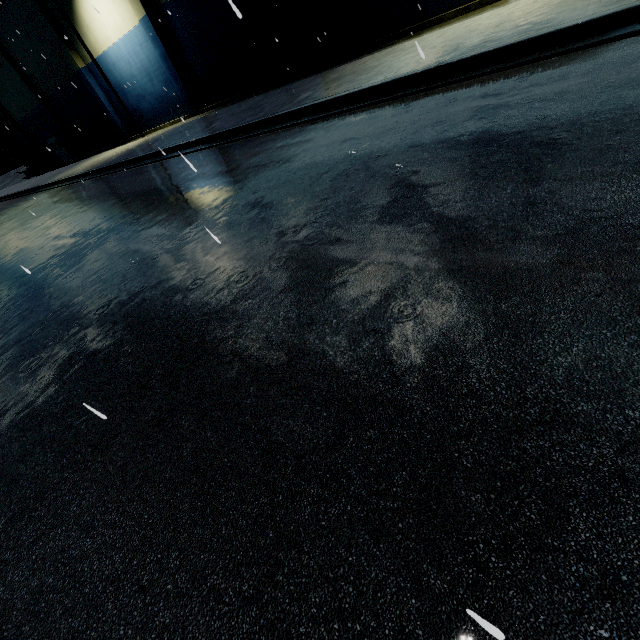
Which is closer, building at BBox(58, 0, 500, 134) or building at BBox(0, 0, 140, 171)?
building at BBox(58, 0, 500, 134)

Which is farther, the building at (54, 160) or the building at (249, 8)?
the building at (54, 160)

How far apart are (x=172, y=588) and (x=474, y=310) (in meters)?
2.24
